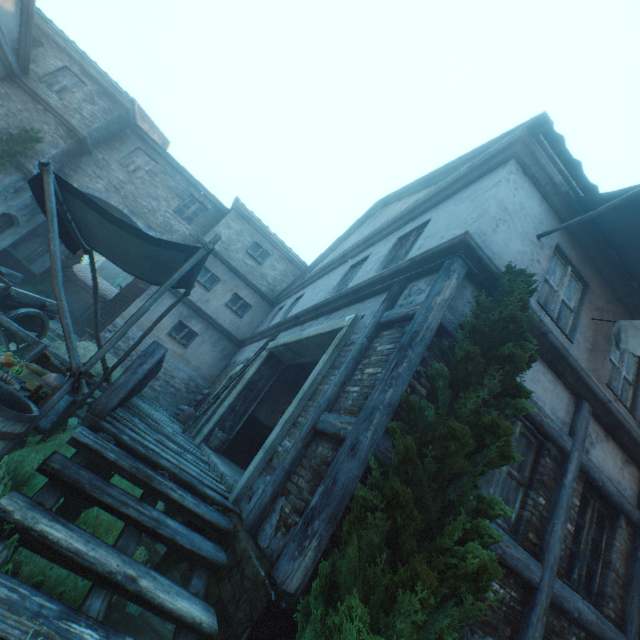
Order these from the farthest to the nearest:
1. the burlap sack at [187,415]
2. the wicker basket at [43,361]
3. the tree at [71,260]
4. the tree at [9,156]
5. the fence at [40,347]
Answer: the tree at [71,260]
the tree at [9,156]
the burlap sack at [187,415]
the fence at [40,347]
the wicker basket at [43,361]

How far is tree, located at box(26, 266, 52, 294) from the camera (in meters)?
18.56

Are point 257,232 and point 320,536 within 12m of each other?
no

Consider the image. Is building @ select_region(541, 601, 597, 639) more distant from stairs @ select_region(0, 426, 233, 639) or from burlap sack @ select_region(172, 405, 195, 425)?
burlap sack @ select_region(172, 405, 195, 425)

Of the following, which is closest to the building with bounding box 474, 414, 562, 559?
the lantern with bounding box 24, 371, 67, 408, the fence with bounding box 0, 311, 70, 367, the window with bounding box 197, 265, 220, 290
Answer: the window with bounding box 197, 265, 220, 290

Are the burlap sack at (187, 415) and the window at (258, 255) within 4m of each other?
no

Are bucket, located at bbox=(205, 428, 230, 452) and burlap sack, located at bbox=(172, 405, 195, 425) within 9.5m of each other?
yes

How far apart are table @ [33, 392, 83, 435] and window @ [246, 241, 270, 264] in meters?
11.4 m
